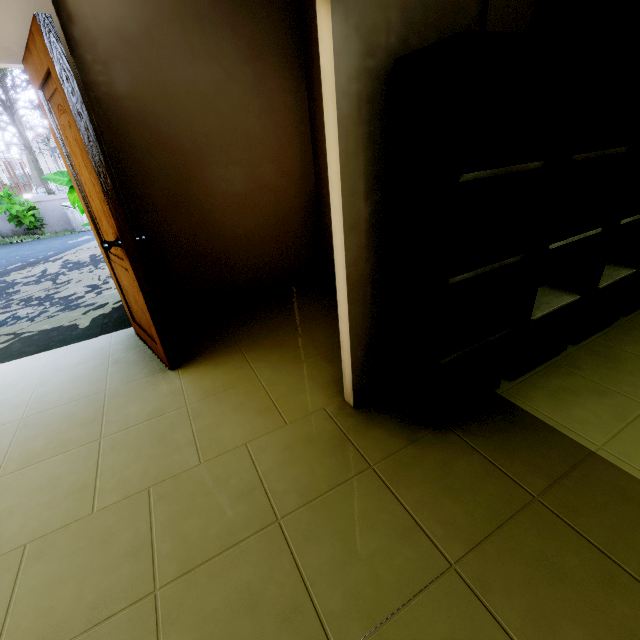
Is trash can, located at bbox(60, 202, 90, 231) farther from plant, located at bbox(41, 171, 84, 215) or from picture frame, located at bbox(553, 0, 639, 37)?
picture frame, located at bbox(553, 0, 639, 37)

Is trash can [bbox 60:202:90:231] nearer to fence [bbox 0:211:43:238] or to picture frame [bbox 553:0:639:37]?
fence [bbox 0:211:43:238]

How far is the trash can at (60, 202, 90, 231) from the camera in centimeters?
1070cm

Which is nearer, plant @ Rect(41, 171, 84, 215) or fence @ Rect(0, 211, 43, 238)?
plant @ Rect(41, 171, 84, 215)

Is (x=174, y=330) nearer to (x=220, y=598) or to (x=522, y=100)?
(x=220, y=598)

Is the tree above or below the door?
above

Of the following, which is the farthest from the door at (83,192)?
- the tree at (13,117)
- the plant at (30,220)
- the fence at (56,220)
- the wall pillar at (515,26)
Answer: the fence at (56,220)

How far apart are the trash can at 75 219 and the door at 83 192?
10.69m
